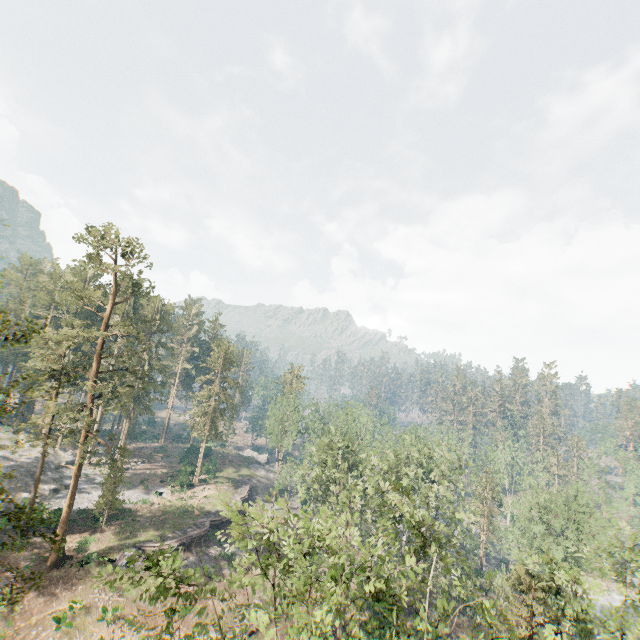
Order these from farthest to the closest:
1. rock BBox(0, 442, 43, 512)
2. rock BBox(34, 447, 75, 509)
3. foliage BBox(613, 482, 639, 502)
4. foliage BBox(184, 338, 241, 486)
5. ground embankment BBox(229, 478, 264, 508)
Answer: foliage BBox(613, 482, 639, 502), foliage BBox(184, 338, 241, 486), ground embankment BBox(229, 478, 264, 508), rock BBox(34, 447, 75, 509), rock BBox(0, 442, 43, 512)

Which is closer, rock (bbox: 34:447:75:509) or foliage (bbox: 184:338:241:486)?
rock (bbox: 34:447:75:509)

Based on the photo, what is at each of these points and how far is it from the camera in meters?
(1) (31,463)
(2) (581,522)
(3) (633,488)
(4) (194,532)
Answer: (1) rock, 44.6
(2) foliage, 37.2
(3) foliage, 56.2
(4) ground embankment, 39.5

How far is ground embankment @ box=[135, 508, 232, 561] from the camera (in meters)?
36.03

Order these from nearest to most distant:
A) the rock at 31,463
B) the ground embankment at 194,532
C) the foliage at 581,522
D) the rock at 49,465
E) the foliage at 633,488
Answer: the foliage at 581,522, the ground embankment at 194,532, the rock at 31,463, the rock at 49,465, the foliage at 633,488

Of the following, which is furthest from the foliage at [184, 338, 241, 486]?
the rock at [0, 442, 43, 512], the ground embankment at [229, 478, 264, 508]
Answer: the ground embankment at [229, 478, 264, 508]

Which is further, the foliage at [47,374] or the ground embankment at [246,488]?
the ground embankment at [246,488]
